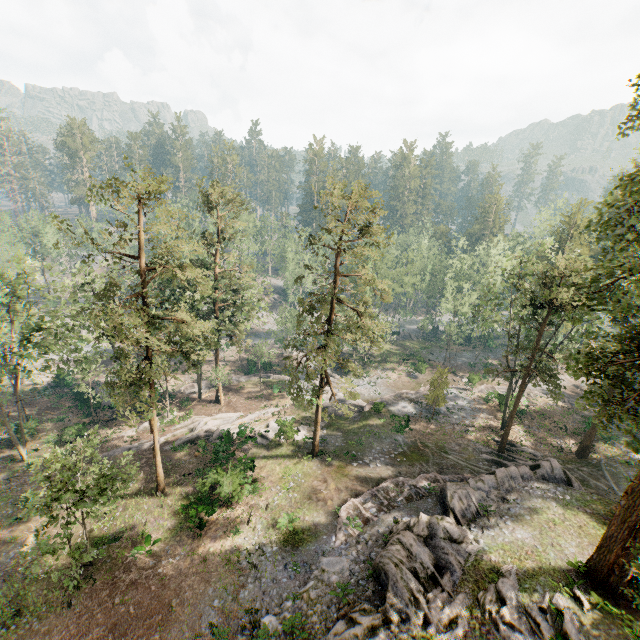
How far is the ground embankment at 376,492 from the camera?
21.3 meters

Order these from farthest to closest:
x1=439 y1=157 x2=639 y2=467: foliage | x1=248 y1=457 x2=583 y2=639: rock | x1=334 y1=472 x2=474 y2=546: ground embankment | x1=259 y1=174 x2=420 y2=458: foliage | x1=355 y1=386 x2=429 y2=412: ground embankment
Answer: x1=355 y1=386 x2=429 y2=412: ground embankment
x1=259 y1=174 x2=420 y2=458: foliage
x1=334 y1=472 x2=474 y2=546: ground embankment
x1=248 y1=457 x2=583 y2=639: rock
x1=439 y1=157 x2=639 y2=467: foliage

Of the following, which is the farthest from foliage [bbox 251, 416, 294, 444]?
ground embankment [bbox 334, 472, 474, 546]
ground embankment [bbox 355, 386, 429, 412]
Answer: ground embankment [bbox 334, 472, 474, 546]

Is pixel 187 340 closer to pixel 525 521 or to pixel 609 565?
pixel 525 521

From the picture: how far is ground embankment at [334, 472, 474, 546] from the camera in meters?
21.3 m

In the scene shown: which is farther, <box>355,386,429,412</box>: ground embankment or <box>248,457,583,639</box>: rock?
<box>355,386,429,412</box>: ground embankment

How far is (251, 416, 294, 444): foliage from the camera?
32.75m

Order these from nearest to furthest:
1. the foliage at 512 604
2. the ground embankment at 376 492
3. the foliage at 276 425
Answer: the foliage at 512 604 < the ground embankment at 376 492 < the foliage at 276 425
